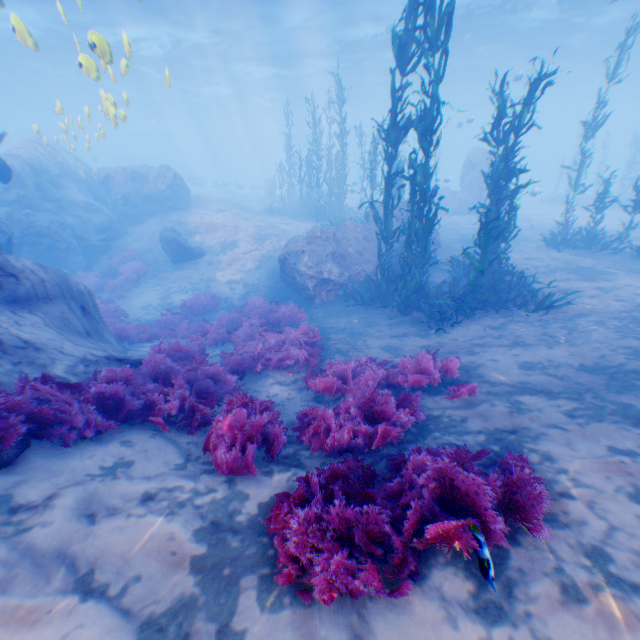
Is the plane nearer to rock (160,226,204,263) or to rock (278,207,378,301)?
rock (278,207,378,301)

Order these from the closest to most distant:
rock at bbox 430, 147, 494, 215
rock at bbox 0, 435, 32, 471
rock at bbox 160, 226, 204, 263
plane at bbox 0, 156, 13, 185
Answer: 1. rock at bbox 0, 435, 32, 471
2. plane at bbox 0, 156, 13, 185
3. rock at bbox 160, 226, 204, 263
4. rock at bbox 430, 147, 494, 215

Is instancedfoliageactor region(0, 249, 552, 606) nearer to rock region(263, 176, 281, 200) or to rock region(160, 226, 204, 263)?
rock region(160, 226, 204, 263)

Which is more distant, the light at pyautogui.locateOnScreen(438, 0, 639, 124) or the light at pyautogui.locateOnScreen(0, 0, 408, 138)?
the light at pyautogui.locateOnScreen(438, 0, 639, 124)

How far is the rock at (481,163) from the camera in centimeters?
2311cm

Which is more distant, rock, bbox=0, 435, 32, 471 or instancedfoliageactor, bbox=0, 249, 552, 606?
A: rock, bbox=0, 435, 32, 471

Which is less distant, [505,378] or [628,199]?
[505,378]

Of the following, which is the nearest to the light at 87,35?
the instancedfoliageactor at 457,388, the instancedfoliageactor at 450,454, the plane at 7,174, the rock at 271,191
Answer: the plane at 7,174
